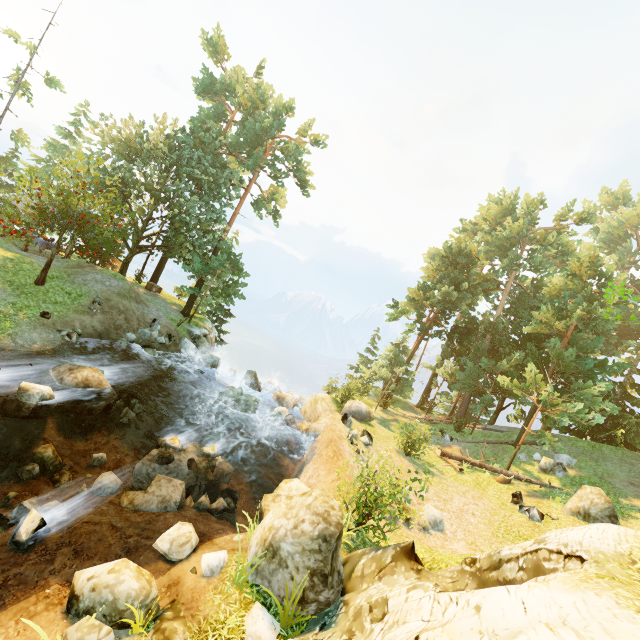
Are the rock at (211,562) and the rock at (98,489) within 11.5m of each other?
yes

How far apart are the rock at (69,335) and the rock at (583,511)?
24.9m

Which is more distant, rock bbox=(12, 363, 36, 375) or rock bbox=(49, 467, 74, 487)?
rock bbox=(12, 363, 36, 375)

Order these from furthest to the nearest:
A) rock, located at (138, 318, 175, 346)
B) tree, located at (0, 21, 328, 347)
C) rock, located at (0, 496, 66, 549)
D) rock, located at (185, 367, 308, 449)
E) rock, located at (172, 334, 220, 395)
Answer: rock, located at (138, 318, 175, 346), rock, located at (172, 334, 220, 395), tree, located at (0, 21, 328, 347), rock, located at (185, 367, 308, 449), rock, located at (0, 496, 66, 549)

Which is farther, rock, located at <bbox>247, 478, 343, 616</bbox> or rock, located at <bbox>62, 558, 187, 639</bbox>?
rock, located at <bbox>247, 478, 343, 616</bbox>

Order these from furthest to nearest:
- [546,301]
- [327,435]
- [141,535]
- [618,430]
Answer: [618,430], [546,301], [327,435], [141,535]

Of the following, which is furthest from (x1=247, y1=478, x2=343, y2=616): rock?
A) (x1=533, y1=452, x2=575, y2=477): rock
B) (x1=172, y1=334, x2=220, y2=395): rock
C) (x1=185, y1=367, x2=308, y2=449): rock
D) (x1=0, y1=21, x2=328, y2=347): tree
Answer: (x1=172, y1=334, x2=220, y2=395): rock

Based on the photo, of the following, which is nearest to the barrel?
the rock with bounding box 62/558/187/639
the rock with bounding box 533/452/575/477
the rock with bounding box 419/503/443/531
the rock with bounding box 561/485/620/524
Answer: the rock with bounding box 419/503/443/531
